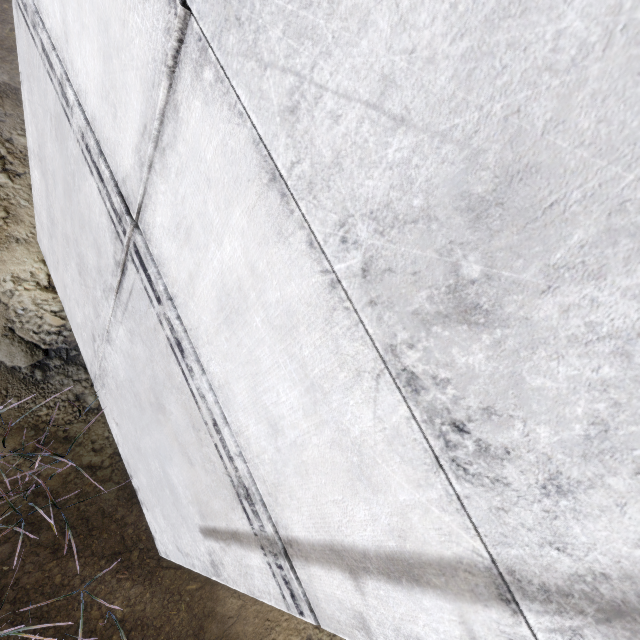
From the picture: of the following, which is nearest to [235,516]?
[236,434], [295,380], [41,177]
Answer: [236,434]
